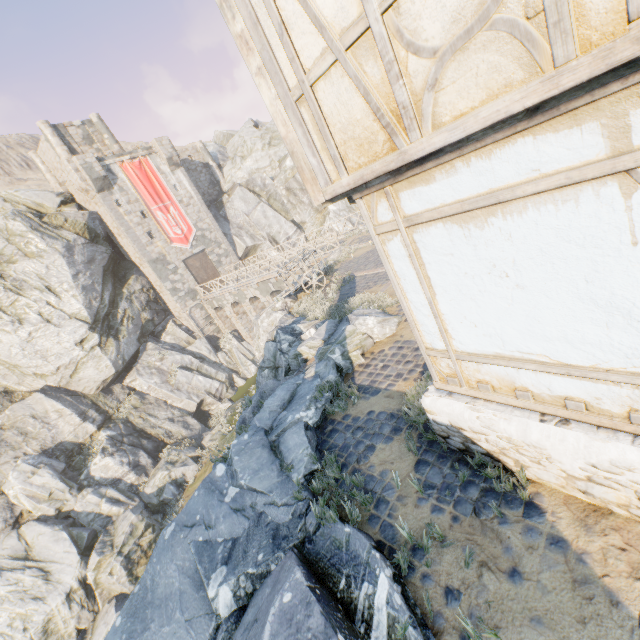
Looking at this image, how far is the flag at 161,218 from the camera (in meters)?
28.94

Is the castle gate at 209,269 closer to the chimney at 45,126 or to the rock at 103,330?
the rock at 103,330

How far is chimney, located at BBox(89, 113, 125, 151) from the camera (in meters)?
31.80

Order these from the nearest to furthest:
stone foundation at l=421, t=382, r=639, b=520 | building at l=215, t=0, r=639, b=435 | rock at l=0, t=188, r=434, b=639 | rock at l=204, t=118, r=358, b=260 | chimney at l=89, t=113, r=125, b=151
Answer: building at l=215, t=0, r=639, b=435 → stone foundation at l=421, t=382, r=639, b=520 → rock at l=0, t=188, r=434, b=639 → chimney at l=89, t=113, r=125, b=151 → rock at l=204, t=118, r=358, b=260

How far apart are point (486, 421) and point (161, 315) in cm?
3203

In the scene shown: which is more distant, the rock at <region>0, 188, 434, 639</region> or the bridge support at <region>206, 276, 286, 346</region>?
the bridge support at <region>206, 276, 286, 346</region>

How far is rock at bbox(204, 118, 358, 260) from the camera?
37.5 meters

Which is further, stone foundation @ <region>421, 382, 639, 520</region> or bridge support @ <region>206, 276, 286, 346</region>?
bridge support @ <region>206, 276, 286, 346</region>
